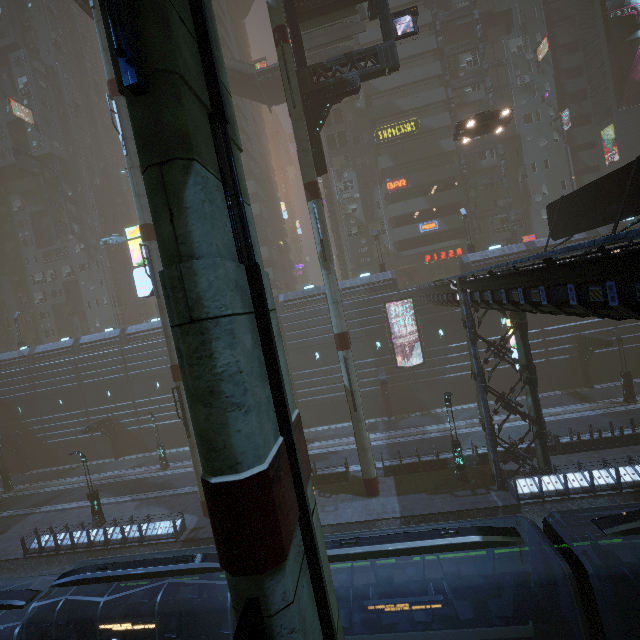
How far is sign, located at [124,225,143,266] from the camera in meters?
20.9

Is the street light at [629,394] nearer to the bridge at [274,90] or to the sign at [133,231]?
the sign at [133,231]

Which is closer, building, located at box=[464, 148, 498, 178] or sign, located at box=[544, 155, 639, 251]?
sign, located at box=[544, 155, 639, 251]

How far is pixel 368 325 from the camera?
31.3m

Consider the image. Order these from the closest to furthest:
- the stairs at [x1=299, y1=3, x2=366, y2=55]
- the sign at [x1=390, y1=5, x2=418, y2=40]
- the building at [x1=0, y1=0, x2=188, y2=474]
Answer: the sign at [x1=390, y1=5, x2=418, y2=40] < the stairs at [x1=299, y1=3, x2=366, y2=55] < the building at [x1=0, y1=0, x2=188, y2=474]

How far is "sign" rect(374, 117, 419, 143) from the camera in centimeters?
3841cm

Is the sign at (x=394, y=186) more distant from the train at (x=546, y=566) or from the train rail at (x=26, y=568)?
the train rail at (x=26, y=568)

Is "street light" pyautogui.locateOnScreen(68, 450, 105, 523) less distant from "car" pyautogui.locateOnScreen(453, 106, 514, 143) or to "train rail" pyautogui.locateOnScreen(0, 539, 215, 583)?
"train rail" pyautogui.locateOnScreen(0, 539, 215, 583)
